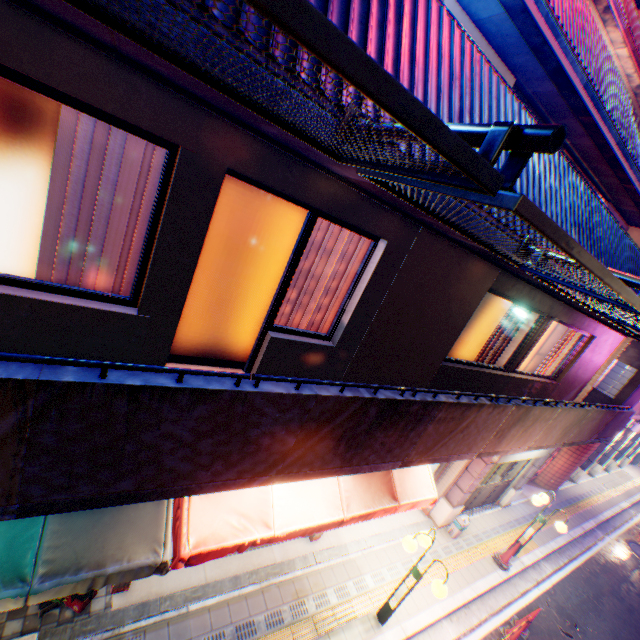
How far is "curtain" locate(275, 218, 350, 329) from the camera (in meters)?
4.12

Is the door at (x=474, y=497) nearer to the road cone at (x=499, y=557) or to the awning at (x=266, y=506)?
the road cone at (x=499, y=557)

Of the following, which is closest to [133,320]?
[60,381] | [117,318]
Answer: [117,318]

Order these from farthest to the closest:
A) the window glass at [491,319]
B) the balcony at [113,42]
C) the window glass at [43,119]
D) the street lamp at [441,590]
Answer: the window glass at [491,319] < the street lamp at [441,590] < the window glass at [43,119] < the balcony at [113,42]

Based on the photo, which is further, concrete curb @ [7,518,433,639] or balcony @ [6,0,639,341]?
concrete curb @ [7,518,433,639]

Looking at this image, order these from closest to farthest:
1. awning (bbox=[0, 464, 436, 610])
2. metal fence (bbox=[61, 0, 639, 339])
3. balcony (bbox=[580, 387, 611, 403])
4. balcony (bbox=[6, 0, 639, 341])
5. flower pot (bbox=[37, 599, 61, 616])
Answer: metal fence (bbox=[61, 0, 639, 339])
balcony (bbox=[6, 0, 639, 341])
awning (bbox=[0, 464, 436, 610])
flower pot (bbox=[37, 599, 61, 616])
balcony (bbox=[580, 387, 611, 403])

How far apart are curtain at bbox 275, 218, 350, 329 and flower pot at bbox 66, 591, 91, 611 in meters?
5.1

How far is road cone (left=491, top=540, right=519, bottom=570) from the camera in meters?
9.2 m
